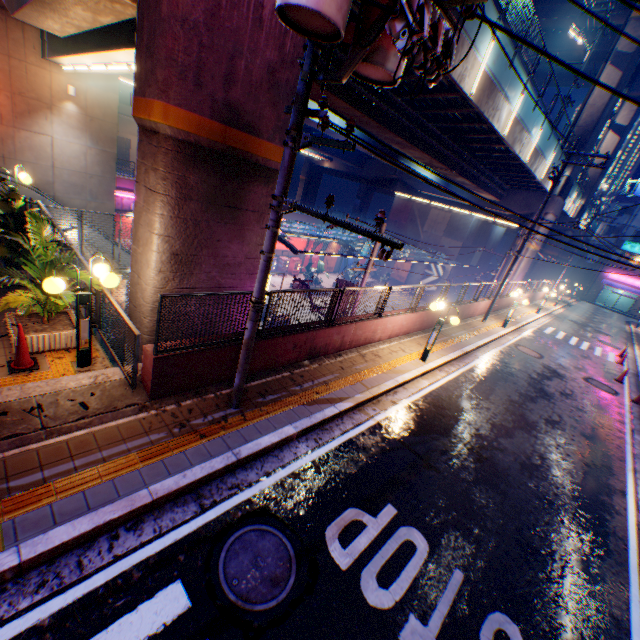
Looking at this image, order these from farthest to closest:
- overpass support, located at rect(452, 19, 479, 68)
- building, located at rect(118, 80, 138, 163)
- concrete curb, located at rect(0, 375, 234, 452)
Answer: →
building, located at rect(118, 80, 138, 163)
overpass support, located at rect(452, 19, 479, 68)
concrete curb, located at rect(0, 375, 234, 452)

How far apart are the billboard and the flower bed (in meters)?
42.74

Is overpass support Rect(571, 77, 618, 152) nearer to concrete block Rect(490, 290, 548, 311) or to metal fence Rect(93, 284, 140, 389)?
metal fence Rect(93, 284, 140, 389)

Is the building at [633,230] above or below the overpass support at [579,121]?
below

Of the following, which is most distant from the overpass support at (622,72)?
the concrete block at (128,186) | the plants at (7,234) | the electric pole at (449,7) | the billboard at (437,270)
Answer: the billboard at (437,270)

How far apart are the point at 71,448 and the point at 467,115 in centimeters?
1945cm

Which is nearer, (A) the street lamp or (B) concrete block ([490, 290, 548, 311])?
(A) the street lamp
